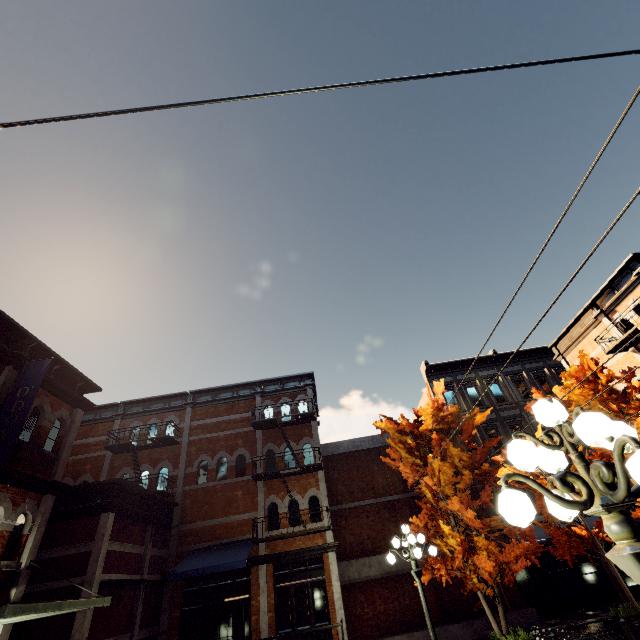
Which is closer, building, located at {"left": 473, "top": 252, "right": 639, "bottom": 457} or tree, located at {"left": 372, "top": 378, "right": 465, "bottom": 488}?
tree, located at {"left": 372, "top": 378, "right": 465, "bottom": 488}

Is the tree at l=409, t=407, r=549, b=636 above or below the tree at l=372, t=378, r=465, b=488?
below

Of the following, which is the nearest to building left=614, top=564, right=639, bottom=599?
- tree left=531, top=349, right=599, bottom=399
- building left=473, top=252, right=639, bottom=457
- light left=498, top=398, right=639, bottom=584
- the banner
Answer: building left=473, top=252, right=639, bottom=457

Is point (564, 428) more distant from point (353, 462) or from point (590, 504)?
point (353, 462)

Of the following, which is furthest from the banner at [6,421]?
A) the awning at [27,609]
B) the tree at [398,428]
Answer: the tree at [398,428]

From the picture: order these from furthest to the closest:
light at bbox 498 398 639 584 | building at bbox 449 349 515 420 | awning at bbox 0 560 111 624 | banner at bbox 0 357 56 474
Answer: building at bbox 449 349 515 420, banner at bbox 0 357 56 474, awning at bbox 0 560 111 624, light at bbox 498 398 639 584

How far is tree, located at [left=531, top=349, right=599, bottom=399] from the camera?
11.77m

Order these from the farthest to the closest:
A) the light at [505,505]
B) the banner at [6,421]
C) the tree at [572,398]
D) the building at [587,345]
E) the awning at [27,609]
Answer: the building at [587,345], the tree at [572,398], the banner at [6,421], the awning at [27,609], the light at [505,505]
